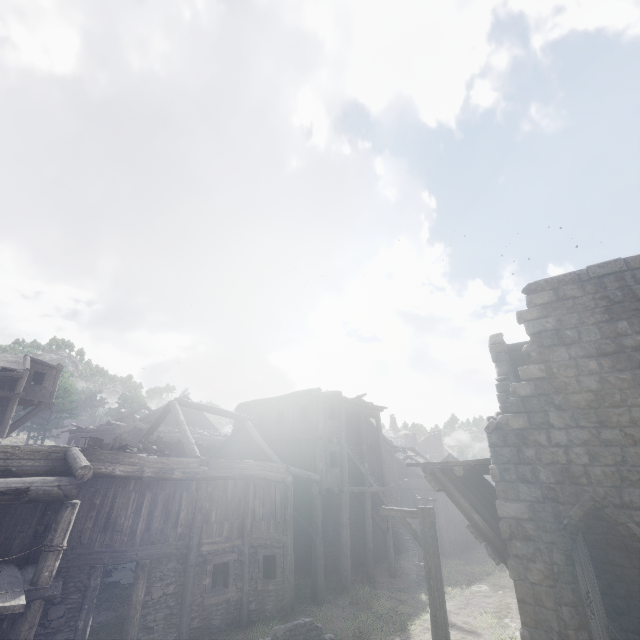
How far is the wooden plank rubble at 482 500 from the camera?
8.3m

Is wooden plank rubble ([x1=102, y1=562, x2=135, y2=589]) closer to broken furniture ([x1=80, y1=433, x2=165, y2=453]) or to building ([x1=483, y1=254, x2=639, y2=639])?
building ([x1=483, y1=254, x2=639, y2=639])

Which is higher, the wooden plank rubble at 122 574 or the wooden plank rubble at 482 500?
the wooden plank rubble at 482 500

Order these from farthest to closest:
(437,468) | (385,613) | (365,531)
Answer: (365,531) < (385,613) < (437,468)

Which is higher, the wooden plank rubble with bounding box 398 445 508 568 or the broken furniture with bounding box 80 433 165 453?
the broken furniture with bounding box 80 433 165 453

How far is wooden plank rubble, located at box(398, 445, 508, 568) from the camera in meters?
8.3 m

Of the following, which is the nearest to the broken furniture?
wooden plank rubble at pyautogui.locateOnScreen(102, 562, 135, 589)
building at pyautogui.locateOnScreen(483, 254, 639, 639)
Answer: building at pyautogui.locateOnScreen(483, 254, 639, 639)

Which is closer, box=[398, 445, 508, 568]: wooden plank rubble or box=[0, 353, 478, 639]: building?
box=[398, 445, 508, 568]: wooden plank rubble
